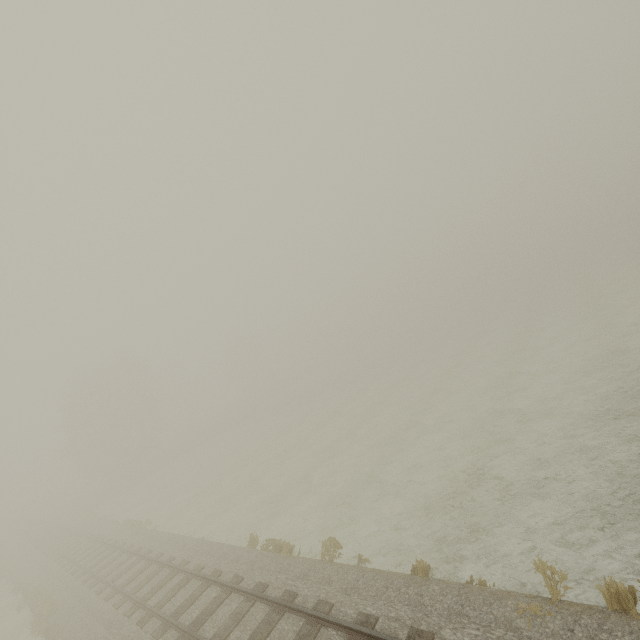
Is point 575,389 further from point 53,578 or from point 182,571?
point 53,578
